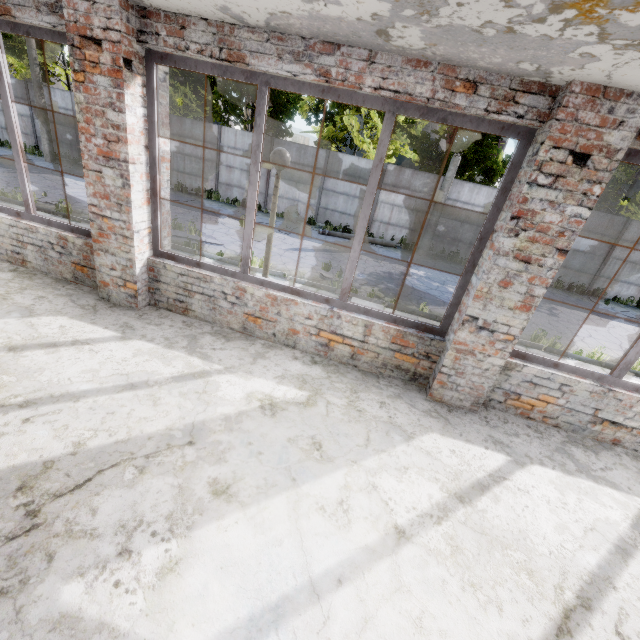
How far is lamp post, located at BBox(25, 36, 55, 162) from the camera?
15.93m

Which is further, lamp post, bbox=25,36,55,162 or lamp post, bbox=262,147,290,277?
lamp post, bbox=25,36,55,162

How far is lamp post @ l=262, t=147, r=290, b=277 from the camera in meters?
4.9

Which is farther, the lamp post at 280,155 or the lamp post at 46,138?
the lamp post at 46,138

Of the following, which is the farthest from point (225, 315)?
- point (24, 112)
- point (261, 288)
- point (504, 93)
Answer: point (24, 112)

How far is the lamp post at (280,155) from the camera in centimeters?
487cm

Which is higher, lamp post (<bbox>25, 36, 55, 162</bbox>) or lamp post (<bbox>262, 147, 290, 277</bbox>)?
lamp post (<bbox>262, 147, 290, 277</bbox>)

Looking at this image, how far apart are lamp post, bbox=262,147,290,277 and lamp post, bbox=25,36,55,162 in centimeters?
2027cm
